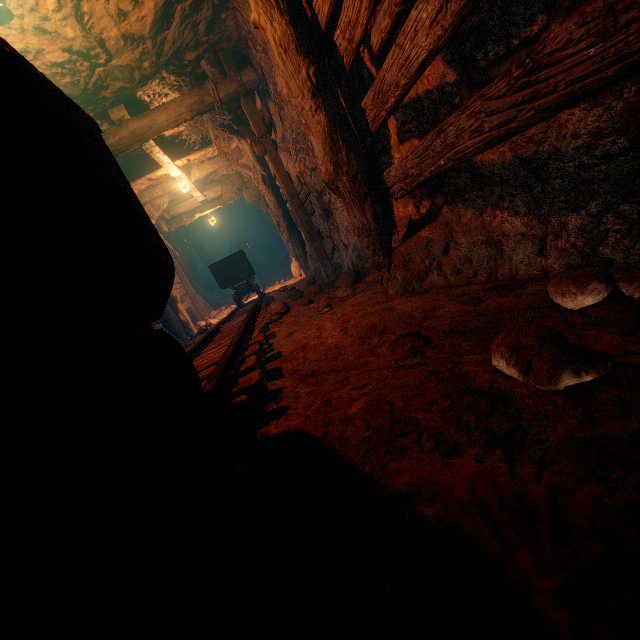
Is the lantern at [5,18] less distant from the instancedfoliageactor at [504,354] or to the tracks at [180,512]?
the tracks at [180,512]

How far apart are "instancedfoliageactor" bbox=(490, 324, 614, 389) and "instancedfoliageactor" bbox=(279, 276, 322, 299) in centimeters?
534cm

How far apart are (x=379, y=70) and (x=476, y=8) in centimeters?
82cm

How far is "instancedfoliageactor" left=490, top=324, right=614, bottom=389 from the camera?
0.9 meters

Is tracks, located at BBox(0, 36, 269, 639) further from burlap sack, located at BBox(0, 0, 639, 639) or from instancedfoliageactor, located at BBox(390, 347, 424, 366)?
instancedfoliageactor, located at BBox(390, 347, 424, 366)

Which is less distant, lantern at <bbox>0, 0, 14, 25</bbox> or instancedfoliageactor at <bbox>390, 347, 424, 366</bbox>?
instancedfoliageactor at <bbox>390, 347, 424, 366</bbox>

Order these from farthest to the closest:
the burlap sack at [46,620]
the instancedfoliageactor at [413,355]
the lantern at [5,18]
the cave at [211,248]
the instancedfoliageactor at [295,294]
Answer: the cave at [211,248]
the instancedfoliageactor at [295,294]
the lantern at [5,18]
the instancedfoliageactor at [413,355]
the burlap sack at [46,620]

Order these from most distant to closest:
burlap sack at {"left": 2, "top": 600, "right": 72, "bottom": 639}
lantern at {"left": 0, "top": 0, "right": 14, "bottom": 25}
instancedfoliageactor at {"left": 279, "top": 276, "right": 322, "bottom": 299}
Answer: instancedfoliageactor at {"left": 279, "top": 276, "right": 322, "bottom": 299}
lantern at {"left": 0, "top": 0, "right": 14, "bottom": 25}
burlap sack at {"left": 2, "top": 600, "right": 72, "bottom": 639}
